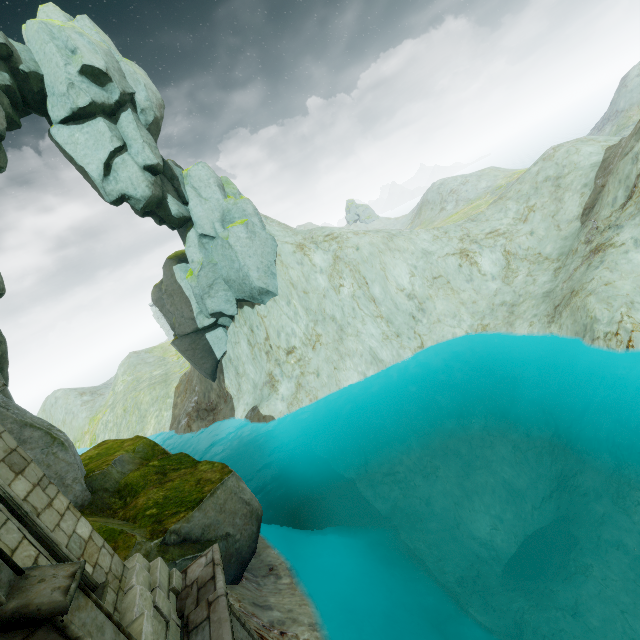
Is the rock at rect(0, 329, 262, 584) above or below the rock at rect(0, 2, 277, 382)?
below

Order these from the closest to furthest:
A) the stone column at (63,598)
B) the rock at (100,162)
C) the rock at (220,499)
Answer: the stone column at (63,598)
the rock at (220,499)
the rock at (100,162)

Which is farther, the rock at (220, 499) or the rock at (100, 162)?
the rock at (100, 162)

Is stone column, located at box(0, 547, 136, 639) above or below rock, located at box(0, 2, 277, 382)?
below

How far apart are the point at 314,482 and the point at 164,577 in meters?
16.8

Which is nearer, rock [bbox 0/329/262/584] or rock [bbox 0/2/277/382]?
rock [bbox 0/329/262/584]

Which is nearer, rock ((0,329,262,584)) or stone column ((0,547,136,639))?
stone column ((0,547,136,639))

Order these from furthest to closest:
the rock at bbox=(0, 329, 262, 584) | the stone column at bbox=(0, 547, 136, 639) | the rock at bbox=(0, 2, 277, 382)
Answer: the rock at bbox=(0, 2, 277, 382), the rock at bbox=(0, 329, 262, 584), the stone column at bbox=(0, 547, 136, 639)
